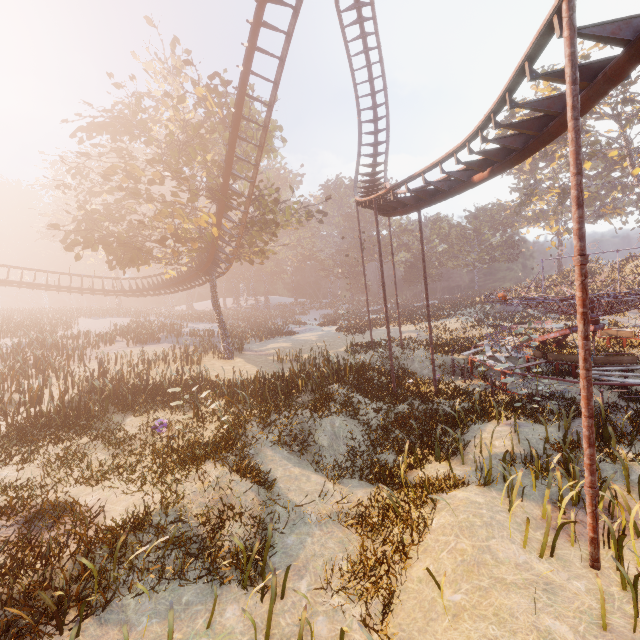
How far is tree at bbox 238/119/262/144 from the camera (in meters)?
20.55

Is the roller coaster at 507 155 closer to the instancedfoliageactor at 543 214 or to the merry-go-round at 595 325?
the merry-go-round at 595 325

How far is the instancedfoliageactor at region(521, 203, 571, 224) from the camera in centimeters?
5419cm

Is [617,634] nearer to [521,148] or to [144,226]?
[521,148]

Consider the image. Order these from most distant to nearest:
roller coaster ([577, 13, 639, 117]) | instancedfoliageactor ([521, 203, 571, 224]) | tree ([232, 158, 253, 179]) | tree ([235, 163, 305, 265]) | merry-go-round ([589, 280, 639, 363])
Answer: instancedfoliageactor ([521, 203, 571, 224]) → tree ([232, 158, 253, 179]) → tree ([235, 163, 305, 265]) → merry-go-round ([589, 280, 639, 363]) → roller coaster ([577, 13, 639, 117])

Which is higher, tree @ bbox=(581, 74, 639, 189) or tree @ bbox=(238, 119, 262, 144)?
tree @ bbox=(238, 119, 262, 144)

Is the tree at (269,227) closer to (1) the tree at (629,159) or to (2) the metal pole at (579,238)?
(2) the metal pole at (579,238)

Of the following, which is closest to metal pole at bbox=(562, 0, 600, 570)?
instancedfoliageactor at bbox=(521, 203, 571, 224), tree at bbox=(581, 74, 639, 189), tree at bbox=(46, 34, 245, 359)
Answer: tree at bbox=(46, 34, 245, 359)
